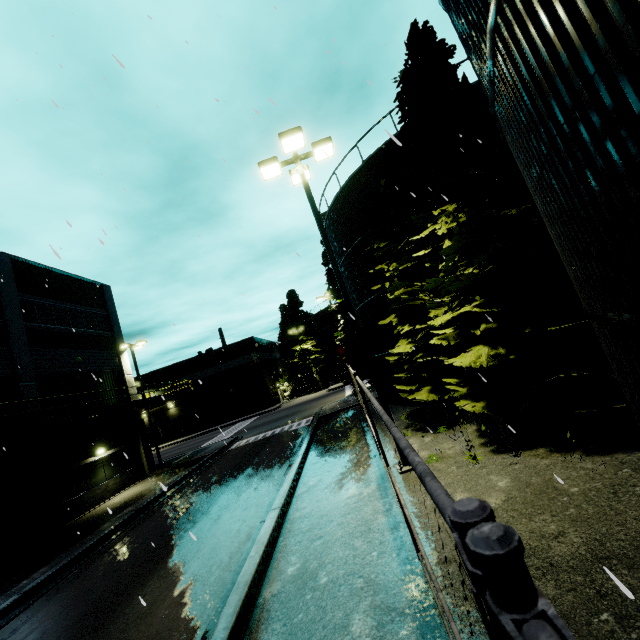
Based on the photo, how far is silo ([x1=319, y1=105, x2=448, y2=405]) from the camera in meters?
14.5

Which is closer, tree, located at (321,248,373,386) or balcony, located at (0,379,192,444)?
balcony, located at (0,379,192,444)

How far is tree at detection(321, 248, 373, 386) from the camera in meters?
27.8

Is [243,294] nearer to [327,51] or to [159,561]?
[327,51]

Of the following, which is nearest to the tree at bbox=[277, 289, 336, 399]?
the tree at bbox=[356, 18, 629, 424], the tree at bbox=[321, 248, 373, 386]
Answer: the tree at bbox=[321, 248, 373, 386]

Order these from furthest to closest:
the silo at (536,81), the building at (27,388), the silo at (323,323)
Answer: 1. the silo at (323,323)
2. the building at (27,388)
3. the silo at (536,81)

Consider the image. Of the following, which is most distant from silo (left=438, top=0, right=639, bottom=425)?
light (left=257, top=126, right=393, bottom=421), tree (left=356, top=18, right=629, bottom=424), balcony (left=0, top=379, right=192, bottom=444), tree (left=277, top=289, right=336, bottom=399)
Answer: balcony (left=0, top=379, right=192, bottom=444)

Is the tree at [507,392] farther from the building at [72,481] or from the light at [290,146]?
the building at [72,481]
